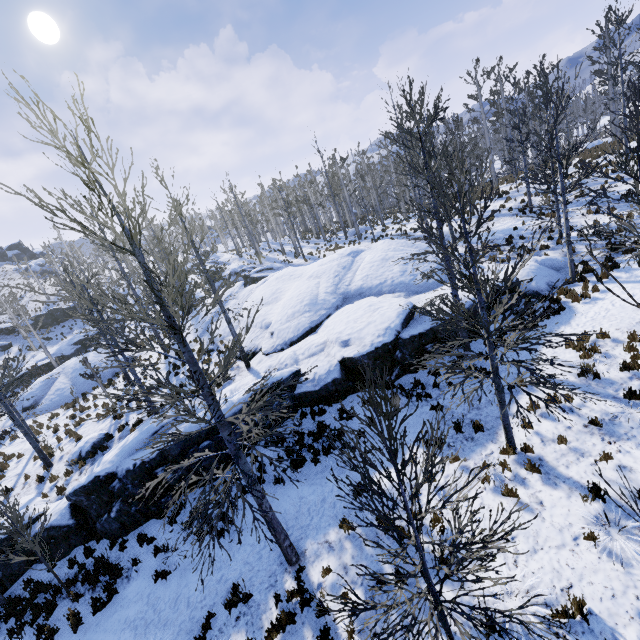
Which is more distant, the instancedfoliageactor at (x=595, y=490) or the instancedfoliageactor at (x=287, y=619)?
the instancedfoliageactor at (x=287, y=619)

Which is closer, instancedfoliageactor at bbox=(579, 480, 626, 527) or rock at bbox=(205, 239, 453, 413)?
instancedfoliageactor at bbox=(579, 480, 626, 527)

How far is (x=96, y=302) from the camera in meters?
14.1

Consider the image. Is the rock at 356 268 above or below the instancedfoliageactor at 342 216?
below

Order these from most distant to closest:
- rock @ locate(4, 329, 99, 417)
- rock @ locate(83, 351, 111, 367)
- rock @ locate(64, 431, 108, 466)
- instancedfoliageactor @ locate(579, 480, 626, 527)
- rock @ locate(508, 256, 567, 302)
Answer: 1. rock @ locate(83, 351, 111, 367)
2. rock @ locate(4, 329, 99, 417)
3. rock @ locate(64, 431, 108, 466)
4. rock @ locate(508, 256, 567, 302)
5. instancedfoliageactor @ locate(579, 480, 626, 527)

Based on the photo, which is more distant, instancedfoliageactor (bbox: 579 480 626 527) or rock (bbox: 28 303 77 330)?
rock (bbox: 28 303 77 330)

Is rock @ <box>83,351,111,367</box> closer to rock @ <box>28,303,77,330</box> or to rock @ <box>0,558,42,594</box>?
rock @ <box>0,558,42,594</box>

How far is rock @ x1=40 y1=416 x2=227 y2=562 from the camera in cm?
1014
